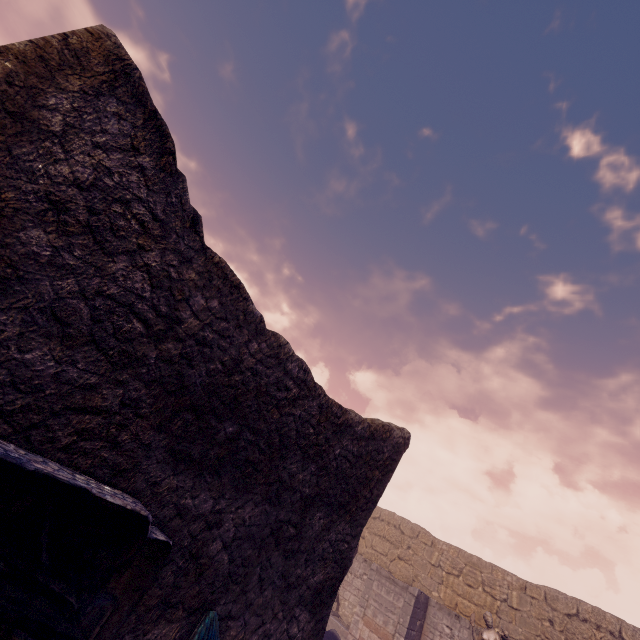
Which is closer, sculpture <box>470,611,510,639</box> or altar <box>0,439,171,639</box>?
altar <box>0,439,171,639</box>

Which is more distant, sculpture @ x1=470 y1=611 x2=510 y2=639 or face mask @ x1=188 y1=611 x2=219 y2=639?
sculpture @ x1=470 y1=611 x2=510 y2=639

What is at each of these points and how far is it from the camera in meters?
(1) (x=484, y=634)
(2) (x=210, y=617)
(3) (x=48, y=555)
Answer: (1) sculpture, 10.8 m
(2) face mask, 2.5 m
(3) altar, 1.5 m

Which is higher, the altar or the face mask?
the altar

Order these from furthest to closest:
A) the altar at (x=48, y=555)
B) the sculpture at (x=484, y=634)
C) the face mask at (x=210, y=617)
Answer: the sculpture at (x=484, y=634), the face mask at (x=210, y=617), the altar at (x=48, y=555)

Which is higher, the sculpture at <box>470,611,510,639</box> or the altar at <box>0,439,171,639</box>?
the sculpture at <box>470,611,510,639</box>

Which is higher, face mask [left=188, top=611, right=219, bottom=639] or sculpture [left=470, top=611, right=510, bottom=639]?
sculpture [left=470, top=611, right=510, bottom=639]

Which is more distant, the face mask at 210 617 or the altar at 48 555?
the face mask at 210 617
